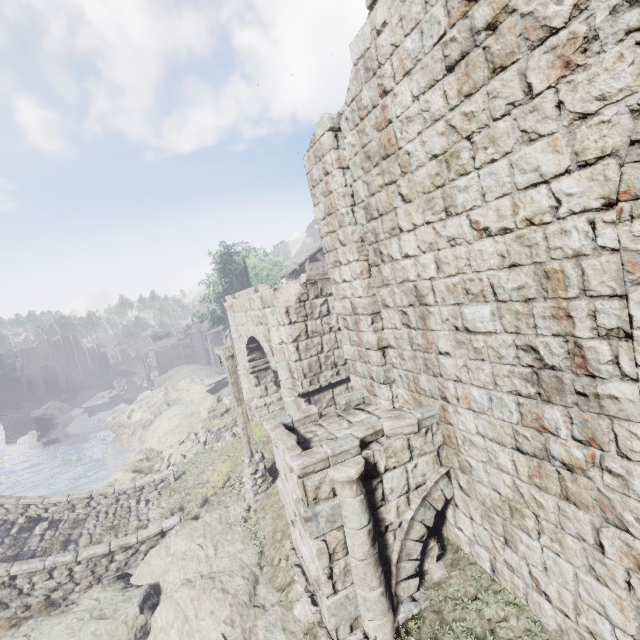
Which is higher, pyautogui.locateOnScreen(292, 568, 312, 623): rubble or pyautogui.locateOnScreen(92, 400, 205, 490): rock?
pyautogui.locateOnScreen(292, 568, 312, 623): rubble

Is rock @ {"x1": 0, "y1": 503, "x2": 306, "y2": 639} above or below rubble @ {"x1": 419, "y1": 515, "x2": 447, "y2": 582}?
below

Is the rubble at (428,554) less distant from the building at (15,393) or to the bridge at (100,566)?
the building at (15,393)

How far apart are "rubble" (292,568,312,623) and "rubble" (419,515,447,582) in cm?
165

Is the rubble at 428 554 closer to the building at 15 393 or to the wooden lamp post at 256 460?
the building at 15 393

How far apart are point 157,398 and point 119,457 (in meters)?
5.68

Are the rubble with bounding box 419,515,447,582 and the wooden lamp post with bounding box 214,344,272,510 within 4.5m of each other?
no

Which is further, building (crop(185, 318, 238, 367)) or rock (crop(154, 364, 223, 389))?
building (crop(185, 318, 238, 367))
